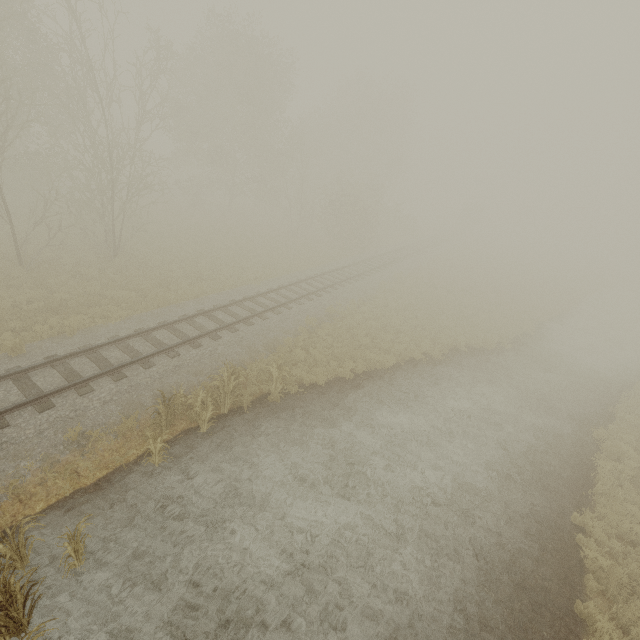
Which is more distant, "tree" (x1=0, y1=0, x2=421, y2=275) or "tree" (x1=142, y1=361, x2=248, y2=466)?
"tree" (x1=0, y1=0, x2=421, y2=275)

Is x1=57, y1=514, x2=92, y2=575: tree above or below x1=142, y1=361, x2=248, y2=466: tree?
below

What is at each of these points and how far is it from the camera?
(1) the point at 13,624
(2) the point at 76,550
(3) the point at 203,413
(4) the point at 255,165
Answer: (1) tree, 5.4m
(2) tree, 6.5m
(3) tree, 9.6m
(4) tree, 33.7m

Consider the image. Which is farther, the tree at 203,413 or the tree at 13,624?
the tree at 203,413

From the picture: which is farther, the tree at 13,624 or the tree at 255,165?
the tree at 255,165

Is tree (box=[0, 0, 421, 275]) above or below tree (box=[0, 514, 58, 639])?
above

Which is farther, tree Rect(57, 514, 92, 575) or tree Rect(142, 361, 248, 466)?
tree Rect(142, 361, 248, 466)
